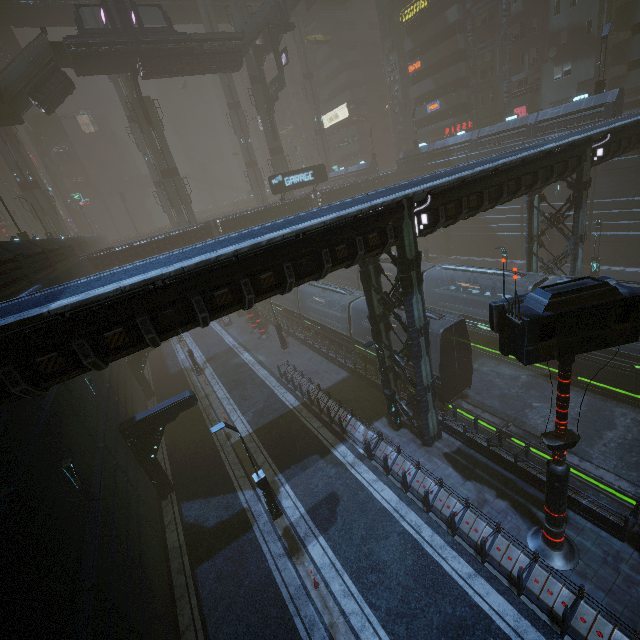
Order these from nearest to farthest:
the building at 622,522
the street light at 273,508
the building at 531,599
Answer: the building at 531,599
the building at 622,522
the street light at 273,508

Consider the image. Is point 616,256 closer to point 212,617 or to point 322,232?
point 322,232

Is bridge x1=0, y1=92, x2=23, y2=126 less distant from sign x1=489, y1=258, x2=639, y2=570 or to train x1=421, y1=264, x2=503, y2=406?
train x1=421, y1=264, x2=503, y2=406

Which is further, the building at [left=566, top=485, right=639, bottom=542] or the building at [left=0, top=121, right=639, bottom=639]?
the building at [left=566, top=485, right=639, bottom=542]

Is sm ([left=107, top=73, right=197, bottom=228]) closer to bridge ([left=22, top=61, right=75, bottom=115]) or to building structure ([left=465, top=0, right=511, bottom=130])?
bridge ([left=22, top=61, right=75, bottom=115])

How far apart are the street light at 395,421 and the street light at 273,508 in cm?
662

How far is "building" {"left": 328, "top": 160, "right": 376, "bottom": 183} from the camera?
50.8m

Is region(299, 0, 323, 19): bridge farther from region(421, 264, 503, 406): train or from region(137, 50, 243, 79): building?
region(421, 264, 503, 406): train
